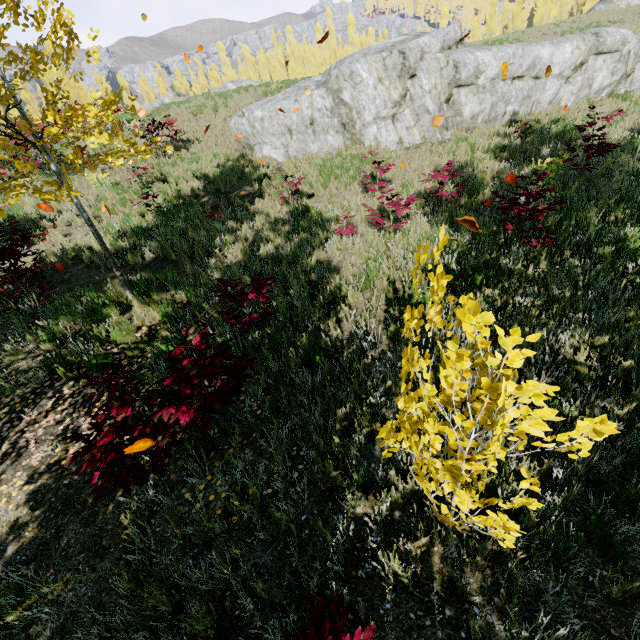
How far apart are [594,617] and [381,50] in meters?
15.8

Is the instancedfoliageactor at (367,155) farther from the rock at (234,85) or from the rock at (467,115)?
the rock at (467,115)

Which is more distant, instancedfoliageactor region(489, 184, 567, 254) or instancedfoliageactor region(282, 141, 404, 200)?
instancedfoliageactor region(282, 141, 404, 200)

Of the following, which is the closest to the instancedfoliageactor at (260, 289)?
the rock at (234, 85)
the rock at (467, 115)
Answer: the rock at (234, 85)

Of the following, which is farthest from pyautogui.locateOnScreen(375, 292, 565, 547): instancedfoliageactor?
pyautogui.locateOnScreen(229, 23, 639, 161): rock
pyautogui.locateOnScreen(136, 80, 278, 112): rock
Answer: pyautogui.locateOnScreen(229, 23, 639, 161): rock

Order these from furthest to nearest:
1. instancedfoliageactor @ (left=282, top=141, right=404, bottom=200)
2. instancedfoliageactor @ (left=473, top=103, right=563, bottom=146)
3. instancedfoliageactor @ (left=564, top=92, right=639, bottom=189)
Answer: instancedfoliageactor @ (left=473, top=103, right=563, bottom=146)
instancedfoliageactor @ (left=282, top=141, right=404, bottom=200)
instancedfoliageactor @ (left=564, top=92, right=639, bottom=189)

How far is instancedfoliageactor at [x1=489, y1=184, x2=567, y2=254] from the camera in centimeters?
512cm

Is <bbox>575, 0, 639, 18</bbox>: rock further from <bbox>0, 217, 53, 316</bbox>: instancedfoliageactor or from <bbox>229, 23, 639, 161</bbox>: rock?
<bbox>229, 23, 639, 161</bbox>: rock
